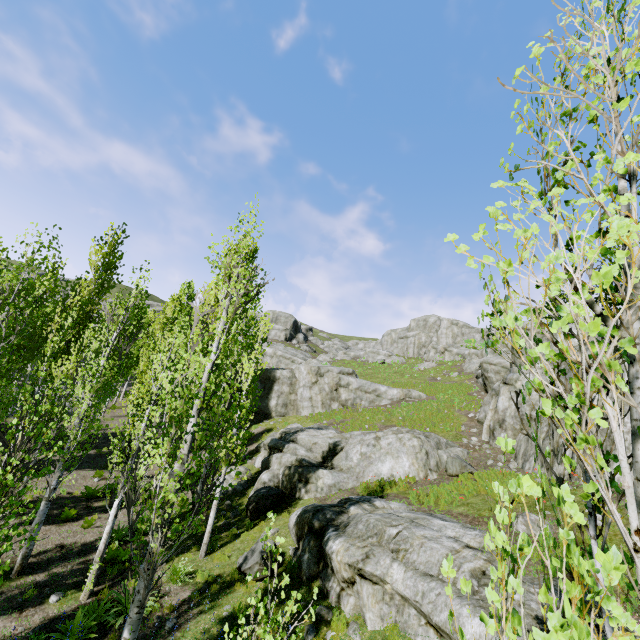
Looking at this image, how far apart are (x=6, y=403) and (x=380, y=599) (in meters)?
21.76

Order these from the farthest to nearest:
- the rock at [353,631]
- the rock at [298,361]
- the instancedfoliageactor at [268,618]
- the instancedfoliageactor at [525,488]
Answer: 1. the rock at [298,361]
2. the rock at [353,631]
3. the instancedfoliageactor at [268,618]
4. the instancedfoliageactor at [525,488]

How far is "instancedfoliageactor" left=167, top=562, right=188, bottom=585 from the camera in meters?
10.1

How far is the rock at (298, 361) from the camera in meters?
27.5 m

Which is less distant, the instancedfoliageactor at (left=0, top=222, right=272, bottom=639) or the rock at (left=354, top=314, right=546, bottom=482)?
the instancedfoliageactor at (left=0, top=222, right=272, bottom=639)

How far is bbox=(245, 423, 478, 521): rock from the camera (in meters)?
15.51
